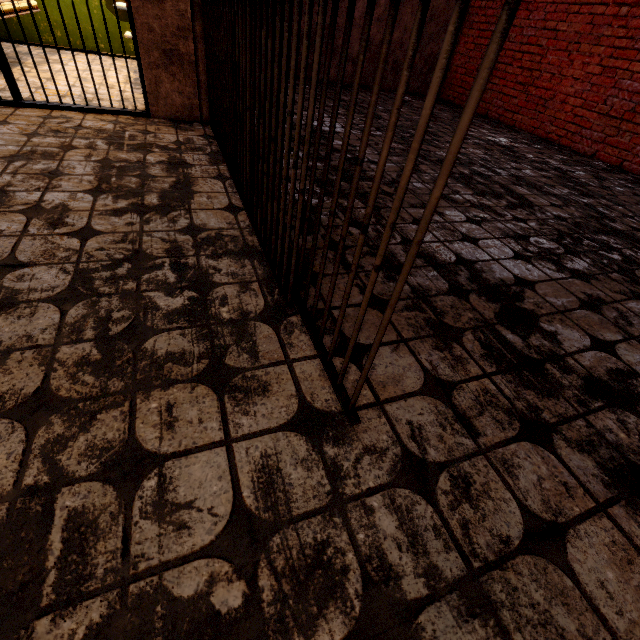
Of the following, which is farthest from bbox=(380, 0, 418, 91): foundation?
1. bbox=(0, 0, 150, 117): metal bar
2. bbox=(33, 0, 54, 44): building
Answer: bbox=(0, 0, 150, 117): metal bar

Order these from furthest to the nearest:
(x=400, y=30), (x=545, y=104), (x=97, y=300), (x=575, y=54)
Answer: (x=400, y=30) < (x=545, y=104) < (x=575, y=54) < (x=97, y=300)

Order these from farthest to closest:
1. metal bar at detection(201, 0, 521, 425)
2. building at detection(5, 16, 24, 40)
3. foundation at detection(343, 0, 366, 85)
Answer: foundation at detection(343, 0, 366, 85) < building at detection(5, 16, 24, 40) < metal bar at detection(201, 0, 521, 425)

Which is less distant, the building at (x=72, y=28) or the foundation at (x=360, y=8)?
the building at (x=72, y=28)

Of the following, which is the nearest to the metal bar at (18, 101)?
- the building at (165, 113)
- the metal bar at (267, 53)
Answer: the building at (165, 113)

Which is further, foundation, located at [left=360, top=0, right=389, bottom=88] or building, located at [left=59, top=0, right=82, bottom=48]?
foundation, located at [left=360, top=0, right=389, bottom=88]
